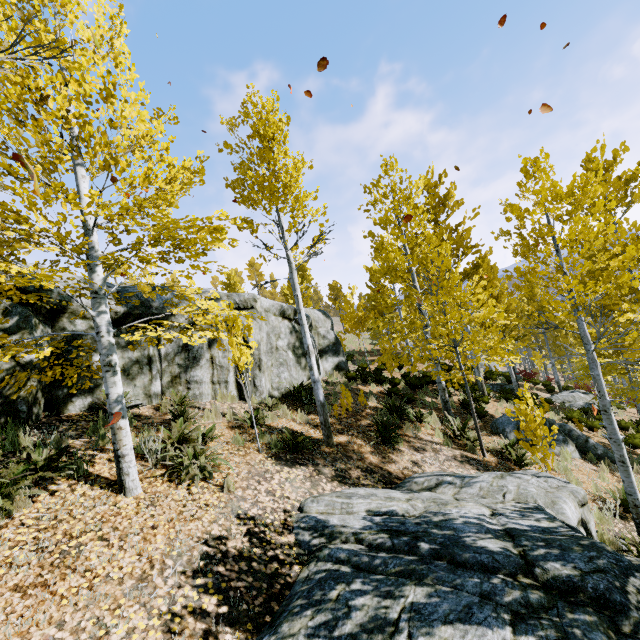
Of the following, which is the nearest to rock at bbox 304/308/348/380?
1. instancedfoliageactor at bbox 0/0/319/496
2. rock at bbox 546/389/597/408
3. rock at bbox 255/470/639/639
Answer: instancedfoliageactor at bbox 0/0/319/496

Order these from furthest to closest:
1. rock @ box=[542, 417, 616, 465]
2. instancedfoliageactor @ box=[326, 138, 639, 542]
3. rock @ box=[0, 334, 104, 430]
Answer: rock @ box=[542, 417, 616, 465] < instancedfoliageactor @ box=[326, 138, 639, 542] < rock @ box=[0, 334, 104, 430]

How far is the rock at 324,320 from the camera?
12.65m

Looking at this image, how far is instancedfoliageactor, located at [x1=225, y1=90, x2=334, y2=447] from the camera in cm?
739

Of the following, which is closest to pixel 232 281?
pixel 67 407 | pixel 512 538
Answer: pixel 67 407

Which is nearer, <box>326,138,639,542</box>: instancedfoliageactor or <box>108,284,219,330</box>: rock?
<box>326,138,639,542</box>: instancedfoliageactor

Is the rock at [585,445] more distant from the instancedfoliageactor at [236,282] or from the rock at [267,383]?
the rock at [267,383]

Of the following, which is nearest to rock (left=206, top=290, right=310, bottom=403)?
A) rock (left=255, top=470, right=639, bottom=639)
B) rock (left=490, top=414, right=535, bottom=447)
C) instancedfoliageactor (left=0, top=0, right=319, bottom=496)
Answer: instancedfoliageactor (left=0, top=0, right=319, bottom=496)
